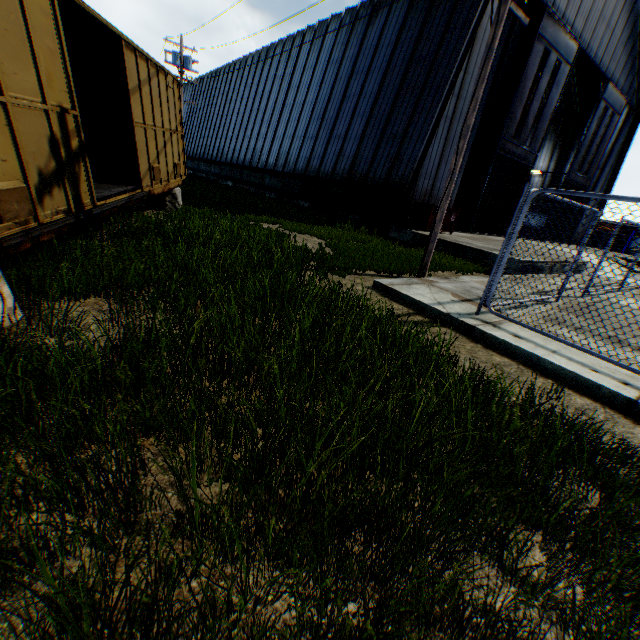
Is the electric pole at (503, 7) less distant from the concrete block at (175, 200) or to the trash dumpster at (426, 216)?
the trash dumpster at (426, 216)

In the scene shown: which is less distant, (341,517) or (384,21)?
(341,517)

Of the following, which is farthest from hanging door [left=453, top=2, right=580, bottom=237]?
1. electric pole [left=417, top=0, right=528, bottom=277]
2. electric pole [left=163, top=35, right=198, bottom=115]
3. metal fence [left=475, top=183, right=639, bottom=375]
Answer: electric pole [left=163, top=35, right=198, bottom=115]

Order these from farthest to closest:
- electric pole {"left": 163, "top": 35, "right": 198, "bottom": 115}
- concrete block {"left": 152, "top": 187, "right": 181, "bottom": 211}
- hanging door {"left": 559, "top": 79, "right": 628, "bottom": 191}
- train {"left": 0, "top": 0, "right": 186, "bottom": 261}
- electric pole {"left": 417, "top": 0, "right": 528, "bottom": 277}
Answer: electric pole {"left": 163, "top": 35, "right": 198, "bottom": 115} → hanging door {"left": 559, "top": 79, "right": 628, "bottom": 191} → concrete block {"left": 152, "top": 187, "right": 181, "bottom": 211} → electric pole {"left": 417, "top": 0, "right": 528, "bottom": 277} → train {"left": 0, "top": 0, "right": 186, "bottom": 261}

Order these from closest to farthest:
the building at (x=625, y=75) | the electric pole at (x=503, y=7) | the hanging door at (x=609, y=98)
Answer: the electric pole at (x=503, y=7), the building at (x=625, y=75), the hanging door at (x=609, y=98)

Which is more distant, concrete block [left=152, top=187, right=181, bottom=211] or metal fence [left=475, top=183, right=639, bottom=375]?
concrete block [left=152, top=187, right=181, bottom=211]

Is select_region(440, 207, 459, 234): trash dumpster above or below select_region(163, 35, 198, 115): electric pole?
below

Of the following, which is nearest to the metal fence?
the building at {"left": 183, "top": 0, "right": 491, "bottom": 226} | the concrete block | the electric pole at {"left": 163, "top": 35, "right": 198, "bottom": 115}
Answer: the building at {"left": 183, "top": 0, "right": 491, "bottom": 226}
